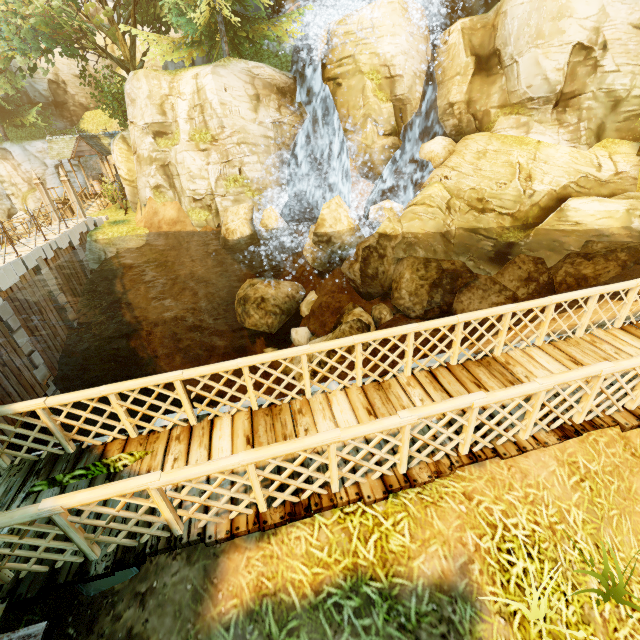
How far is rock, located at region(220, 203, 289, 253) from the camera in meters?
16.2

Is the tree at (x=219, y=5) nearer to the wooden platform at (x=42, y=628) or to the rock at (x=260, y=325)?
the rock at (x=260, y=325)

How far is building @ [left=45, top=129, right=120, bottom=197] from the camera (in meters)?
24.16

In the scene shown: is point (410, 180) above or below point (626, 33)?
below

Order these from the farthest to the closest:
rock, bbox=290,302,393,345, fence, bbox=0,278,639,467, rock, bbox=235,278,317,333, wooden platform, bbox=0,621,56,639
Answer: rock, bbox=235,278,317,333
rock, bbox=290,302,393,345
fence, bbox=0,278,639,467
wooden platform, bbox=0,621,56,639

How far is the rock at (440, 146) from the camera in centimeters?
A: 1695cm

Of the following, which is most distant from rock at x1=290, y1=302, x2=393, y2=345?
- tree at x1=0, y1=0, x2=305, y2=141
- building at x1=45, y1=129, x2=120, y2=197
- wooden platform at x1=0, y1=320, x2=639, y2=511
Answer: building at x1=45, y1=129, x2=120, y2=197

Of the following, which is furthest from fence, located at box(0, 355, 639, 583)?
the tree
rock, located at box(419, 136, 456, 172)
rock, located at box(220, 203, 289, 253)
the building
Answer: rock, located at box(419, 136, 456, 172)
